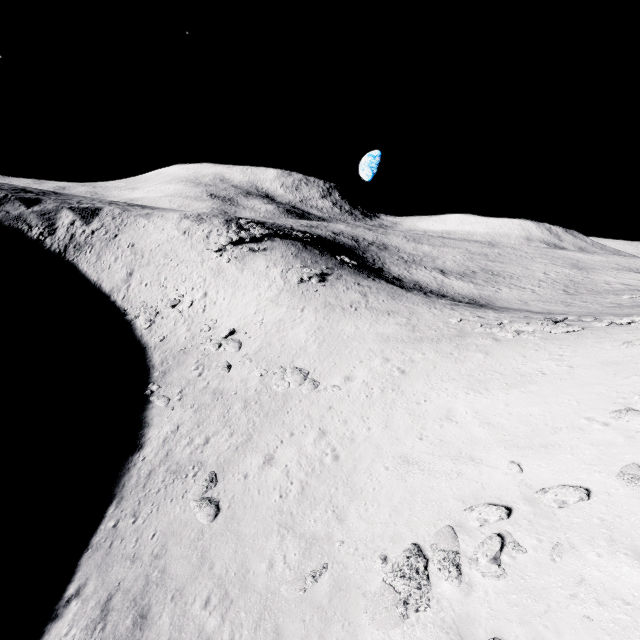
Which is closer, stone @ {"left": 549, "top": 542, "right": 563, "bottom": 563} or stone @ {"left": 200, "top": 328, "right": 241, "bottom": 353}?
stone @ {"left": 549, "top": 542, "right": 563, "bottom": 563}

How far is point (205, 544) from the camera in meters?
13.1

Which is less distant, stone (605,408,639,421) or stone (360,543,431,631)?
stone (360,543,431,631)

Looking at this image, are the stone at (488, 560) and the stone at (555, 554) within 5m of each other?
yes

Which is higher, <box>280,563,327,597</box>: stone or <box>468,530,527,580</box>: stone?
<box>468,530,527,580</box>: stone

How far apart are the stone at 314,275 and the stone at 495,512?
30.9 meters

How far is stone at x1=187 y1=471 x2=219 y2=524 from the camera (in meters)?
14.38

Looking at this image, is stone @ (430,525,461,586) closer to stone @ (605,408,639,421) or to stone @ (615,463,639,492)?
stone @ (615,463,639,492)
